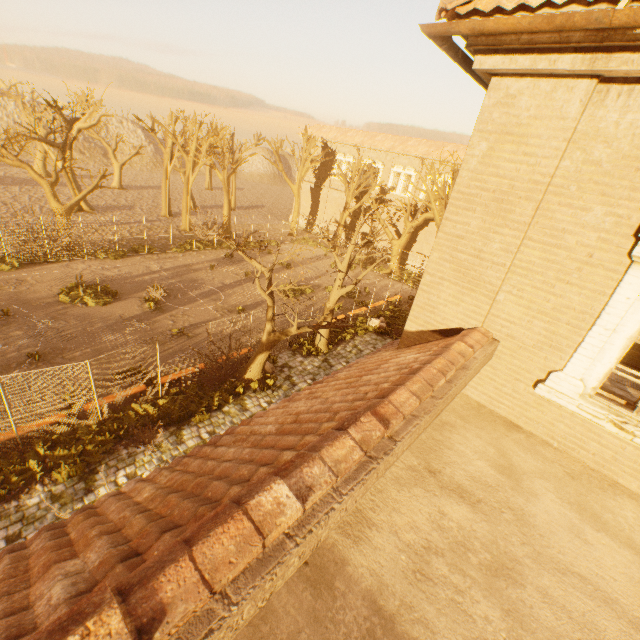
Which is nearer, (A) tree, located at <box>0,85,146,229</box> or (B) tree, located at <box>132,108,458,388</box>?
(B) tree, located at <box>132,108,458,388</box>

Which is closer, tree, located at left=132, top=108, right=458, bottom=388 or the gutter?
the gutter

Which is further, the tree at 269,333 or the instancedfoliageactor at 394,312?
the instancedfoliageactor at 394,312

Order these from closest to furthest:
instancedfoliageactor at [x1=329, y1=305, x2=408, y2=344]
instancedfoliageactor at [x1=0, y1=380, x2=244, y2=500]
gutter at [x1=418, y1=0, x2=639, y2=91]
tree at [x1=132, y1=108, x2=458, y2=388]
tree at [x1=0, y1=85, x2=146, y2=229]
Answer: gutter at [x1=418, y1=0, x2=639, y2=91] < instancedfoliageactor at [x1=0, y1=380, x2=244, y2=500] < tree at [x1=132, y1=108, x2=458, y2=388] < instancedfoliageactor at [x1=329, y1=305, x2=408, y2=344] < tree at [x1=0, y1=85, x2=146, y2=229]

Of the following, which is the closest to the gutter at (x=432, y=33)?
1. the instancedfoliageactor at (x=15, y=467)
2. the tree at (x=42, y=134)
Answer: the tree at (x=42, y=134)

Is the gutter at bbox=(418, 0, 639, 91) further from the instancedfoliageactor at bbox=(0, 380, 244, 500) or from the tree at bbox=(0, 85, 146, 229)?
the instancedfoliageactor at bbox=(0, 380, 244, 500)

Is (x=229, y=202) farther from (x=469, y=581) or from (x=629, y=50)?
(x=469, y=581)

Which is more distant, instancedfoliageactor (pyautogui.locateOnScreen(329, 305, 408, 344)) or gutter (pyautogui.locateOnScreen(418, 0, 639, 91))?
instancedfoliageactor (pyautogui.locateOnScreen(329, 305, 408, 344))
